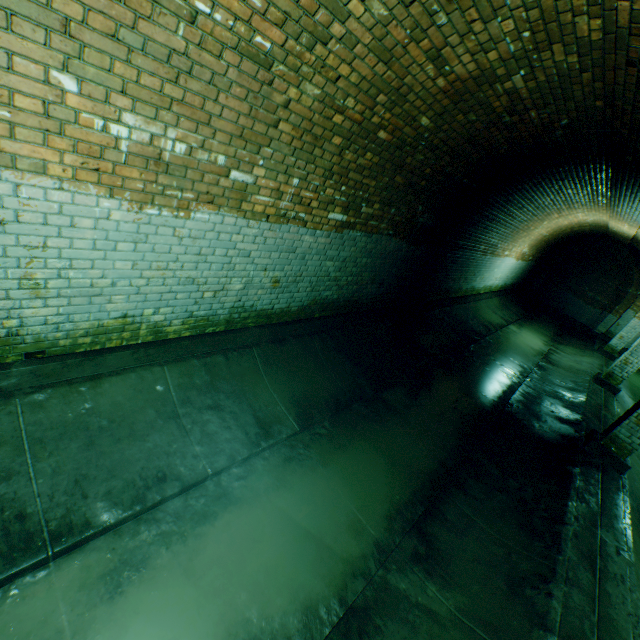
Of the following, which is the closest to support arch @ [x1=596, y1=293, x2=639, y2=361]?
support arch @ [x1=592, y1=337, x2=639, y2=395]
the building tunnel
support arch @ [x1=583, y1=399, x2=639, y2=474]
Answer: the building tunnel

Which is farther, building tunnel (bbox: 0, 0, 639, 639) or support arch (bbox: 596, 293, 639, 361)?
support arch (bbox: 596, 293, 639, 361)

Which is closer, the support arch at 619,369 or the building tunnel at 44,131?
the building tunnel at 44,131

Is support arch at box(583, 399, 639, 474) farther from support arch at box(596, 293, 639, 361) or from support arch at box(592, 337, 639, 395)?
support arch at box(596, 293, 639, 361)

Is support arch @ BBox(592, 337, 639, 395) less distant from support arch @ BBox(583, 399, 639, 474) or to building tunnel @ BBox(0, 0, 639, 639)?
building tunnel @ BBox(0, 0, 639, 639)

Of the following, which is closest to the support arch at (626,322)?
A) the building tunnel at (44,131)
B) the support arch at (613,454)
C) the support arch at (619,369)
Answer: the building tunnel at (44,131)

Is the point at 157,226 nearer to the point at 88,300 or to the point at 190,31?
the point at 88,300

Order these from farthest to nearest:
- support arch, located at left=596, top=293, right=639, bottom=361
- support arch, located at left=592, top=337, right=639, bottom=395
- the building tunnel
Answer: support arch, located at left=596, top=293, right=639, bottom=361 < support arch, located at left=592, top=337, right=639, bottom=395 < the building tunnel
